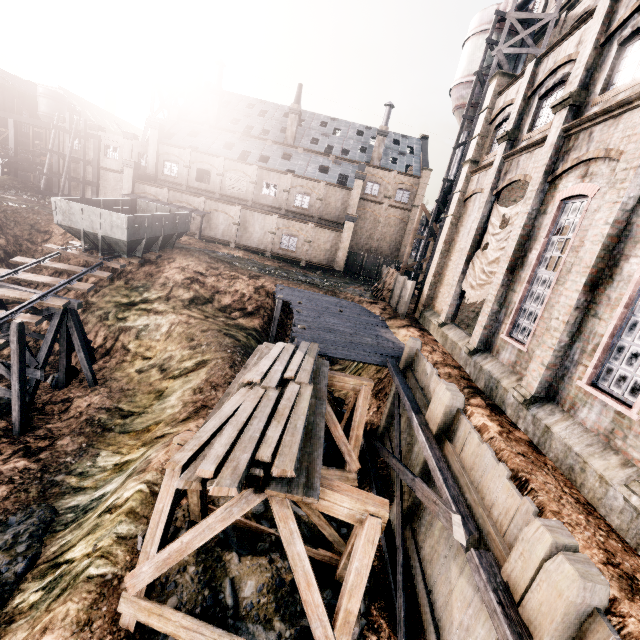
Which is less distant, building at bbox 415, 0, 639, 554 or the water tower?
building at bbox 415, 0, 639, 554

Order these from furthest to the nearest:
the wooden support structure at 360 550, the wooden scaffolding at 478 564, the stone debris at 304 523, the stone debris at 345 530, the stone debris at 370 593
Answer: the stone debris at 345 530 → the stone debris at 304 523 → the stone debris at 370 593 → the wooden support structure at 360 550 → the wooden scaffolding at 478 564

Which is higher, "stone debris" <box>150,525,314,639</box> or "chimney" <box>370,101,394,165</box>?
"chimney" <box>370,101,394,165</box>

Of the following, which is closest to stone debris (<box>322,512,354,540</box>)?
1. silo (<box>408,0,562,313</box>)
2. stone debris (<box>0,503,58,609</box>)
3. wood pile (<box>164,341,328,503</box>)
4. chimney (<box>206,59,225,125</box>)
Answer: wood pile (<box>164,341,328,503</box>)

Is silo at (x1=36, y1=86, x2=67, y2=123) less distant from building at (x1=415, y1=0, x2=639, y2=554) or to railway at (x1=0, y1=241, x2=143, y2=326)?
railway at (x1=0, y1=241, x2=143, y2=326)

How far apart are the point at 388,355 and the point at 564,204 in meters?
9.1 m

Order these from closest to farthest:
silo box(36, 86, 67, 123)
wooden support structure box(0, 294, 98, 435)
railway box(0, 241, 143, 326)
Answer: wooden support structure box(0, 294, 98, 435) < railway box(0, 241, 143, 326) < silo box(36, 86, 67, 123)

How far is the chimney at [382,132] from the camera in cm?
4384
